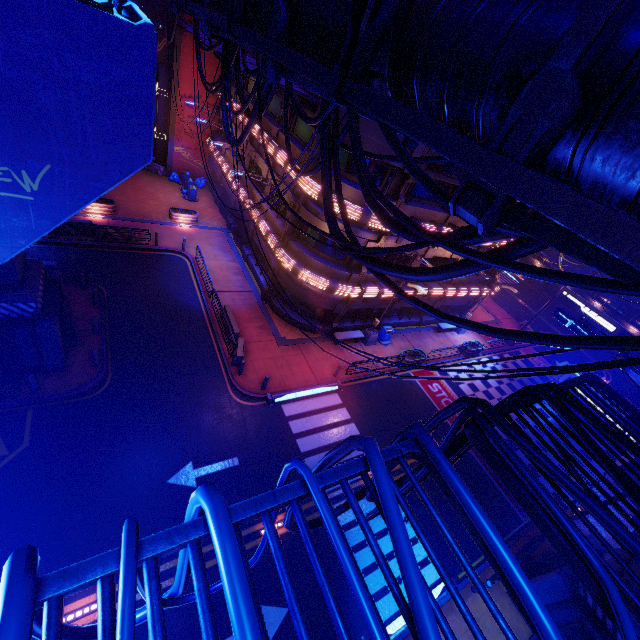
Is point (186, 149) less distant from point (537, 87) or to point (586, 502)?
point (537, 87)

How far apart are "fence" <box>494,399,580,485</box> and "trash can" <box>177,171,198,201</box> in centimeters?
3474cm

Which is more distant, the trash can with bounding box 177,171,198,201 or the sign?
the trash can with bounding box 177,171,198,201

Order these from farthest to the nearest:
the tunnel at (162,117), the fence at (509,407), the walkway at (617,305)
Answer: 1. the walkway at (617,305)
2. the tunnel at (162,117)
3. the fence at (509,407)

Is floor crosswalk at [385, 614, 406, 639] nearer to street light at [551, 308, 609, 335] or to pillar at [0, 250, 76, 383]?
street light at [551, 308, 609, 335]

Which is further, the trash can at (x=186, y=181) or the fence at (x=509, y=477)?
the trash can at (x=186, y=181)

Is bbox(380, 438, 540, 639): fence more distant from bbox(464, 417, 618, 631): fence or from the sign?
the sign

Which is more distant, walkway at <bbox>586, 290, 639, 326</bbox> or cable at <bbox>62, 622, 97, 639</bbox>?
walkway at <bbox>586, 290, 639, 326</bbox>
